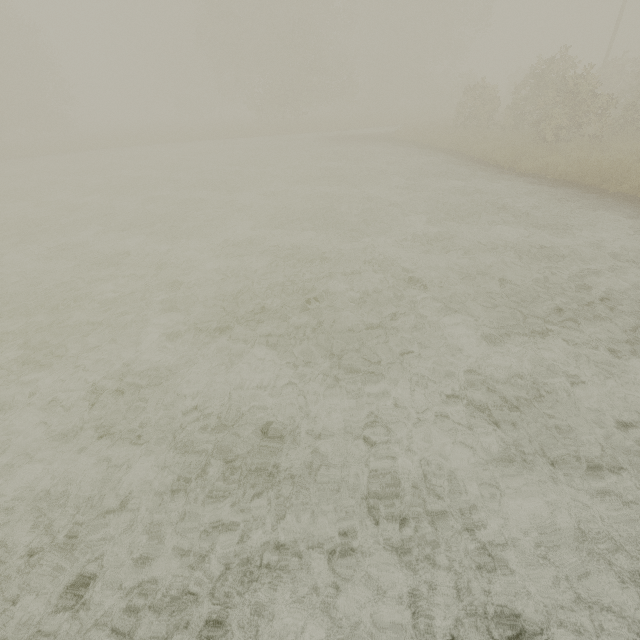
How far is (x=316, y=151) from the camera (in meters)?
20.59
